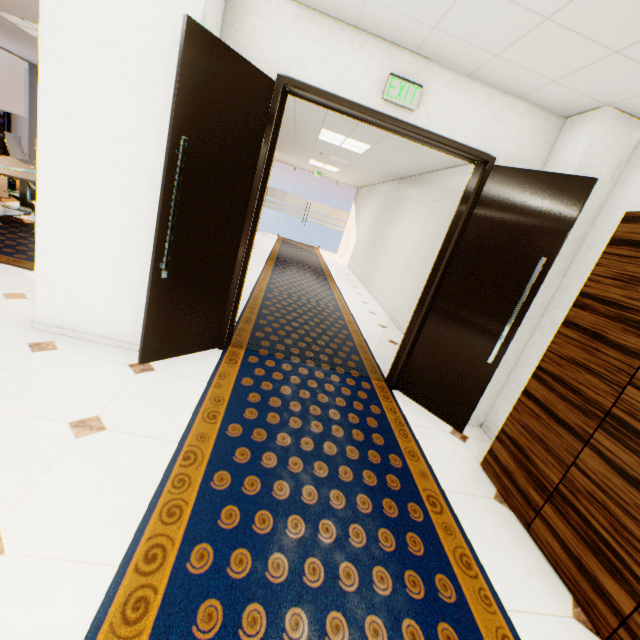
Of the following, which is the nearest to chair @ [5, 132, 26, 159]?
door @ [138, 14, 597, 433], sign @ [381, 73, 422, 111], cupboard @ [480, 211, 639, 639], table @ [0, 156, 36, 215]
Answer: table @ [0, 156, 36, 215]

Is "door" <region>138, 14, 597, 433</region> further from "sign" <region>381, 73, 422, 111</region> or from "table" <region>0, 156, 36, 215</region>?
"table" <region>0, 156, 36, 215</region>

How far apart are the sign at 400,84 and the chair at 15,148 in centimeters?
847cm

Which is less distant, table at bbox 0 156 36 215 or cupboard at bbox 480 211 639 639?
cupboard at bbox 480 211 639 639

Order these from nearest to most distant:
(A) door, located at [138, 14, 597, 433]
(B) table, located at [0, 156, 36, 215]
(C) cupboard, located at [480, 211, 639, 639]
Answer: (C) cupboard, located at [480, 211, 639, 639] → (A) door, located at [138, 14, 597, 433] → (B) table, located at [0, 156, 36, 215]

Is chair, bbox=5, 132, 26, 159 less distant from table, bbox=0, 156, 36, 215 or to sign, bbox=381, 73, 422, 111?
table, bbox=0, 156, 36, 215

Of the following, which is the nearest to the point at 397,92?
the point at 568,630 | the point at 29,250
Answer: the point at 568,630

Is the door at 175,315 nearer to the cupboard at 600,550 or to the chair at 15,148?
the cupboard at 600,550
